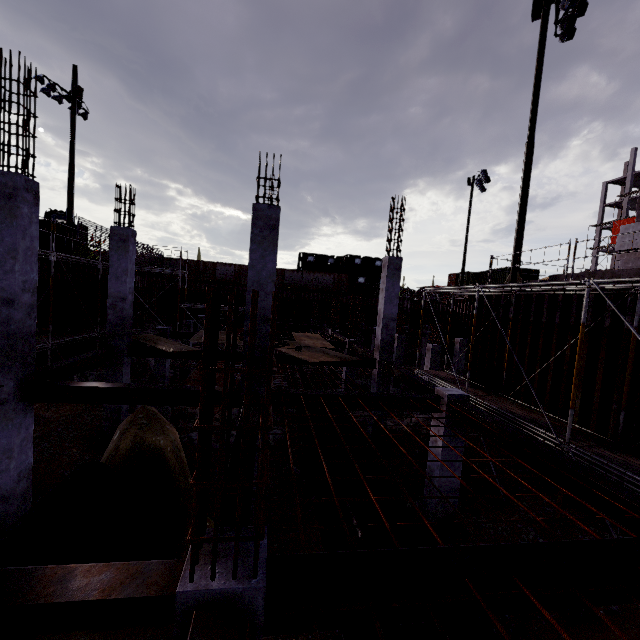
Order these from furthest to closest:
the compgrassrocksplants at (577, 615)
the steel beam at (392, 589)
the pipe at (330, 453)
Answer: the pipe at (330, 453) → the compgrassrocksplants at (577, 615) → the steel beam at (392, 589)

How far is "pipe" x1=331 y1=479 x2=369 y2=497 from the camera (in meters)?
7.08

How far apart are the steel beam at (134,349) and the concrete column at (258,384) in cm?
456

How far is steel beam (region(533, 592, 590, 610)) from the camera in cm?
286

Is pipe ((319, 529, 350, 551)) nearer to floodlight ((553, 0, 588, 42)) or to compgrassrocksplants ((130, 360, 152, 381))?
compgrassrocksplants ((130, 360, 152, 381))

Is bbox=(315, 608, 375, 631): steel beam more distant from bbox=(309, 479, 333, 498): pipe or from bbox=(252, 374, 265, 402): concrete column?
bbox=(252, 374, 265, 402): concrete column

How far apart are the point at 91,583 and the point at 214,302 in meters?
2.2

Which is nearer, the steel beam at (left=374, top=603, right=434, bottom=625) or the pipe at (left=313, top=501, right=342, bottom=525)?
the steel beam at (left=374, top=603, right=434, bottom=625)
